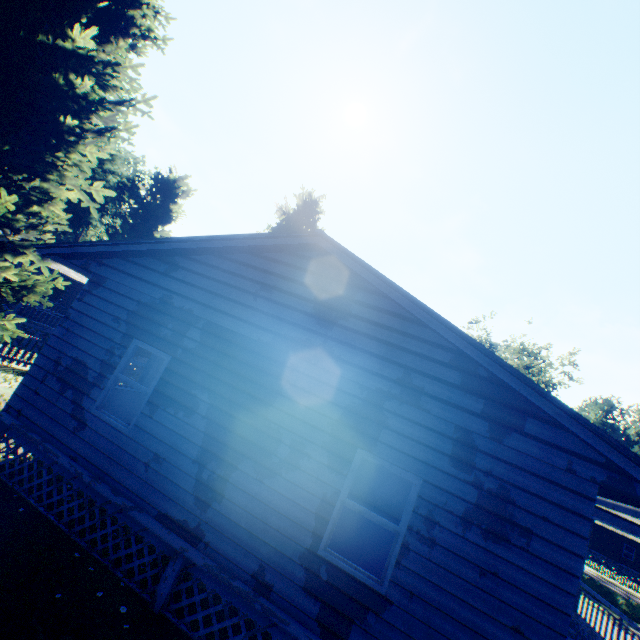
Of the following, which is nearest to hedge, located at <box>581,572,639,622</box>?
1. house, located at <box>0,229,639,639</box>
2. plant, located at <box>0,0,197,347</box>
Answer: house, located at <box>0,229,639,639</box>

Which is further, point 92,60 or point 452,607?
point 92,60

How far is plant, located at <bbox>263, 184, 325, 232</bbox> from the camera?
35.7m

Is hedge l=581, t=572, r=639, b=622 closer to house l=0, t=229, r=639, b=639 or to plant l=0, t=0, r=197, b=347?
house l=0, t=229, r=639, b=639

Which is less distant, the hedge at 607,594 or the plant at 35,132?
the plant at 35,132

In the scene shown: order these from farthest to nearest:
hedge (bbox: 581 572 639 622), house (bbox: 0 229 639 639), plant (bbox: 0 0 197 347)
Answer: hedge (bbox: 581 572 639 622)
plant (bbox: 0 0 197 347)
house (bbox: 0 229 639 639)

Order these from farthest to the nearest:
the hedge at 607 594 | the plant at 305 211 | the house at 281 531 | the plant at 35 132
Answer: the plant at 305 211 → the hedge at 607 594 → the plant at 35 132 → the house at 281 531

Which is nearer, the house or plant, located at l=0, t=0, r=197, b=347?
the house
